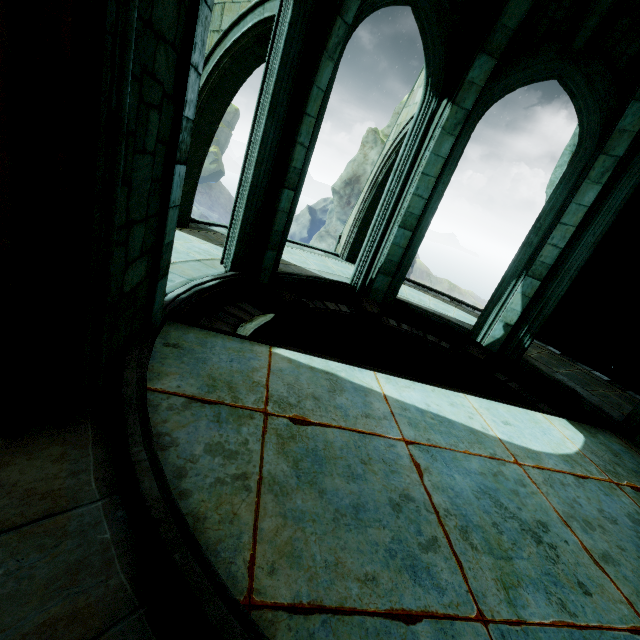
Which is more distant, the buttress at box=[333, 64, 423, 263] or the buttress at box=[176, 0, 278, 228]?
the buttress at box=[333, 64, 423, 263]

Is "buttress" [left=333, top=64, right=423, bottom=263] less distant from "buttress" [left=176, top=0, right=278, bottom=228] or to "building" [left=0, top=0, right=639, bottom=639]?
"building" [left=0, top=0, right=639, bottom=639]

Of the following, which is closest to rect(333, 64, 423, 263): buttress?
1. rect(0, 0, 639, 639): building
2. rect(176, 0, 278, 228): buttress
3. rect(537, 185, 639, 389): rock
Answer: rect(0, 0, 639, 639): building

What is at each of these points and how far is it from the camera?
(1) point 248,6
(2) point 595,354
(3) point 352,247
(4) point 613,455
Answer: (1) buttress, 5.41m
(2) rock, 10.55m
(3) buttress, 11.45m
(4) building, 5.08m

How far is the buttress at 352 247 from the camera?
8.8m

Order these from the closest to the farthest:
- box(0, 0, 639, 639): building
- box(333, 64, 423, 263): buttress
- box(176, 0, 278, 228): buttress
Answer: box(0, 0, 639, 639): building < box(176, 0, 278, 228): buttress < box(333, 64, 423, 263): buttress

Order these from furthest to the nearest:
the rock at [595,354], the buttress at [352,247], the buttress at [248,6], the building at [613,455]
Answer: the rock at [595,354]
the buttress at [352,247]
the buttress at [248,6]
the building at [613,455]

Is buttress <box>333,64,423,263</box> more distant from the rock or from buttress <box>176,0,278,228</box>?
buttress <box>176,0,278,228</box>
